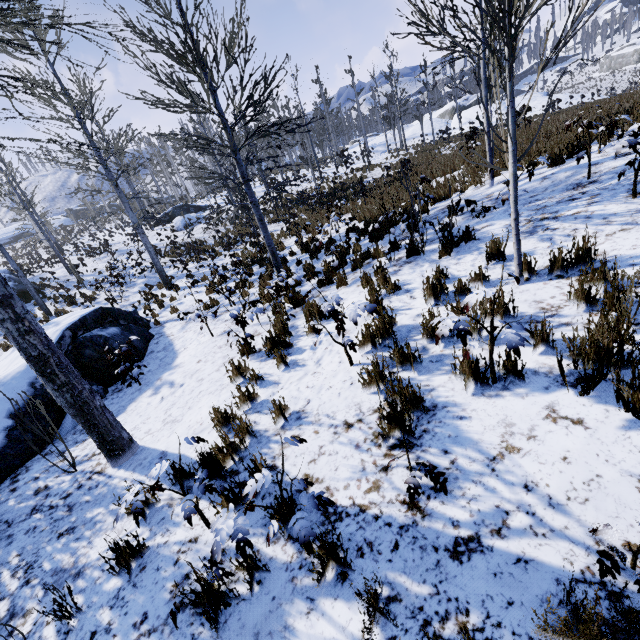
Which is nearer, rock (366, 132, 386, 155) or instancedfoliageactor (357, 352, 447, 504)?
instancedfoliageactor (357, 352, 447, 504)

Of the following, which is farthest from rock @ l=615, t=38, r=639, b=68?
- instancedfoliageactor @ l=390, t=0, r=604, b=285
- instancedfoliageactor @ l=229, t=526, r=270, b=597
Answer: instancedfoliageactor @ l=390, t=0, r=604, b=285

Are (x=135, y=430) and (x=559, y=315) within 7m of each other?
yes

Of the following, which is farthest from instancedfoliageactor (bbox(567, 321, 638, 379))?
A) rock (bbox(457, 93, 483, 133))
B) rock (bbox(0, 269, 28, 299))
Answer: rock (bbox(457, 93, 483, 133))

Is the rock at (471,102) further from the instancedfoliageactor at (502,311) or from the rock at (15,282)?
the instancedfoliageactor at (502,311)

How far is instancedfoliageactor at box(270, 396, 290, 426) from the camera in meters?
3.6 m

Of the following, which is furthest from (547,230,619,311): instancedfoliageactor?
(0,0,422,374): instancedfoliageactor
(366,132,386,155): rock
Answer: (366,132,386,155): rock

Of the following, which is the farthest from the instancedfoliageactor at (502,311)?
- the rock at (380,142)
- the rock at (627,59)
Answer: the rock at (627,59)
